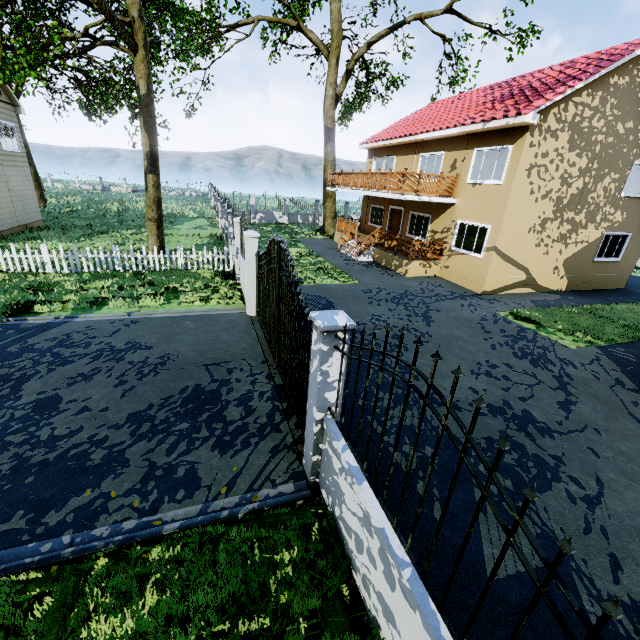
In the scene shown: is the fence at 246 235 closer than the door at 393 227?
Yes

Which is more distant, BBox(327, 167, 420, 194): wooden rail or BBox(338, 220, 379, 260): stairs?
BBox(338, 220, 379, 260): stairs

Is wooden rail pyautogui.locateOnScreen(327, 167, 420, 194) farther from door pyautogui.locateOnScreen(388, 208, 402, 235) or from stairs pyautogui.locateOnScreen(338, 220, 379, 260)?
door pyautogui.locateOnScreen(388, 208, 402, 235)

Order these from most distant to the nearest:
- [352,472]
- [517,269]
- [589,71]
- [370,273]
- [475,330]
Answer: [370,273], [517,269], [589,71], [475,330], [352,472]

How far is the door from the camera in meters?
19.8

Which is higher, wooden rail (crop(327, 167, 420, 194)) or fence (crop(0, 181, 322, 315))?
wooden rail (crop(327, 167, 420, 194))

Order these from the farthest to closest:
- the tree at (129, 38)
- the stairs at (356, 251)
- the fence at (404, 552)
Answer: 1. the stairs at (356, 251)
2. the tree at (129, 38)
3. the fence at (404, 552)

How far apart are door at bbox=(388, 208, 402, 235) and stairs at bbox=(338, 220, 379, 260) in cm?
204
